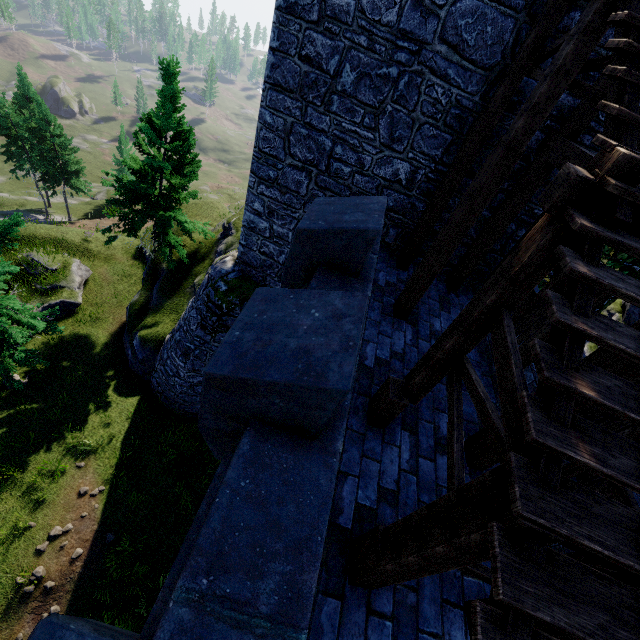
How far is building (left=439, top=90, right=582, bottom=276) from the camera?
5.89m

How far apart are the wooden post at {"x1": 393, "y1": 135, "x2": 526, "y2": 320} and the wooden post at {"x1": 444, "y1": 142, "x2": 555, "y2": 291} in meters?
1.9 m

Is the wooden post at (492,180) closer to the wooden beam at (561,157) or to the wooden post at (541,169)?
the wooden beam at (561,157)

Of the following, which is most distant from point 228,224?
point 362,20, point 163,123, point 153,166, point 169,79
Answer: point 362,20

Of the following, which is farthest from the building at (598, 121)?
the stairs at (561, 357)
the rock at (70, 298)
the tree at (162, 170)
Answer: the rock at (70, 298)

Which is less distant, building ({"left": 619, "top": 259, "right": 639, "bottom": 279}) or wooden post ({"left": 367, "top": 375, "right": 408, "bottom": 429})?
wooden post ({"left": 367, "top": 375, "right": 408, "bottom": 429})

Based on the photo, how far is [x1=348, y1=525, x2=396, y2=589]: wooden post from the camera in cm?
300

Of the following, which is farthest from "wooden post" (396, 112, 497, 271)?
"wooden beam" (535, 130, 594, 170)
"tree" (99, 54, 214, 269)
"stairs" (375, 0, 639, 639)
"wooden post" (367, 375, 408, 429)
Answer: "tree" (99, 54, 214, 269)
